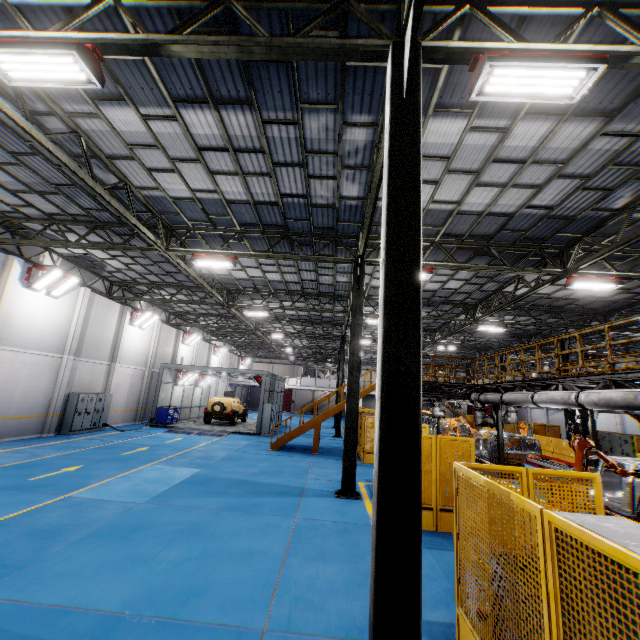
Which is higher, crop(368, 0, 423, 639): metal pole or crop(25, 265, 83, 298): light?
crop(25, 265, 83, 298): light

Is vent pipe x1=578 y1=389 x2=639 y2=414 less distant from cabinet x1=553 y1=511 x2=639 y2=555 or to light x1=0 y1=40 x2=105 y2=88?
cabinet x1=553 y1=511 x2=639 y2=555

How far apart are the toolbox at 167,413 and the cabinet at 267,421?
6.7 meters

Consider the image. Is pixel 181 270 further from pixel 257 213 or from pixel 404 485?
pixel 404 485

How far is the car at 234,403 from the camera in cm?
2509

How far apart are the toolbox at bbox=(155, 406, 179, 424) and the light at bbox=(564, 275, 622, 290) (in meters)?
24.10

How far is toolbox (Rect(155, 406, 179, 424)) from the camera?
22.9m

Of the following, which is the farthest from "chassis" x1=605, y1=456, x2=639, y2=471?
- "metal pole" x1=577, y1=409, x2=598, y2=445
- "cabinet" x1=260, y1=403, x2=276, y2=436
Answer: "cabinet" x1=260, y1=403, x2=276, y2=436
